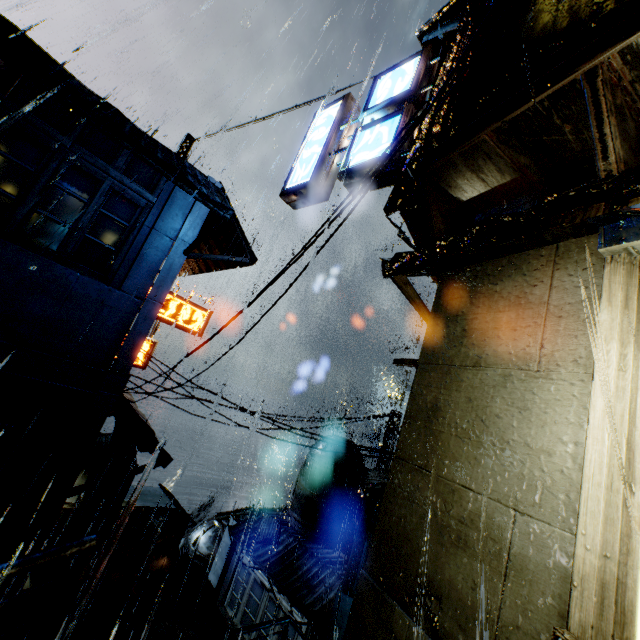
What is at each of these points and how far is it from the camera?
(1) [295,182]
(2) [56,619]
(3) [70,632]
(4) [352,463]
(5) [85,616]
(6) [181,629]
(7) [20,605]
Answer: (1) sign, 7.8 meters
(2) railing, 3.4 meters
(3) building, 11.6 meters
(4) building vent, 22.2 meters
(5) building, 11.9 meters
(6) building vent, 19.4 meters
(7) stairs, 22.8 meters

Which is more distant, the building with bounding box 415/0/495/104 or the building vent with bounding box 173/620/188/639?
the building vent with bounding box 173/620/188/639

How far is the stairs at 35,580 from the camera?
23.1m

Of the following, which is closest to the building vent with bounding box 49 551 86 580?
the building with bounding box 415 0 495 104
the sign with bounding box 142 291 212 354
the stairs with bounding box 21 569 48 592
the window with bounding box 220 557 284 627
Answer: the window with bounding box 220 557 284 627

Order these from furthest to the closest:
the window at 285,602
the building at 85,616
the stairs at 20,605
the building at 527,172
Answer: the stairs at 20,605 → the window at 285,602 → the building at 85,616 → the building at 527,172

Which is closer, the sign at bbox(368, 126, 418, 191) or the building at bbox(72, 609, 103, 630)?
the sign at bbox(368, 126, 418, 191)

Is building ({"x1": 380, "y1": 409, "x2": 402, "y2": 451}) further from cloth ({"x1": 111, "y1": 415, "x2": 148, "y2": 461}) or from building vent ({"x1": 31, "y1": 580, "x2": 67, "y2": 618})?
building vent ({"x1": 31, "y1": 580, "x2": 67, "y2": 618})

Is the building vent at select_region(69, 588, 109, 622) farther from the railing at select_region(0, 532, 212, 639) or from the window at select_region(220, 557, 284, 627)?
the railing at select_region(0, 532, 212, 639)
